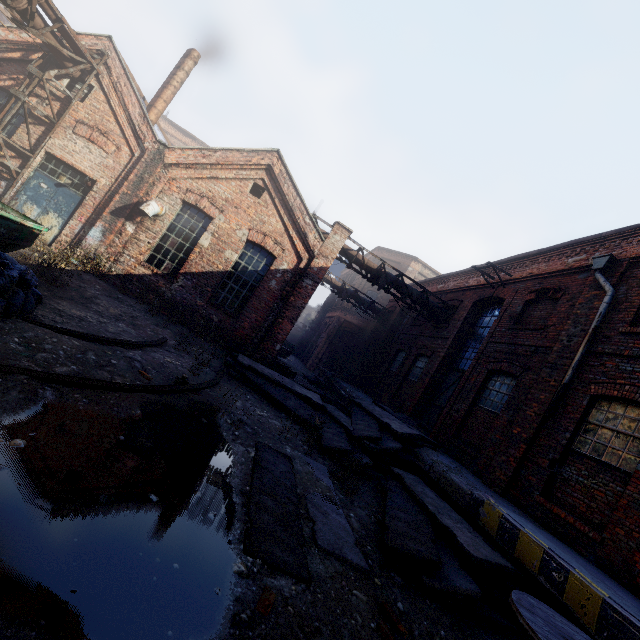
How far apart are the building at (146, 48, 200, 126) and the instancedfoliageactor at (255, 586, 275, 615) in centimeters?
1664cm

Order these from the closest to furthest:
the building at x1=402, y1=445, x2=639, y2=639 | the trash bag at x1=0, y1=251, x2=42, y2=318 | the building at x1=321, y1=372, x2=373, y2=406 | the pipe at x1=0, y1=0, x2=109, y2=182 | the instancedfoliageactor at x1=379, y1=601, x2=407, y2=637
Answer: the instancedfoliageactor at x1=379, y1=601, x2=407, y2=637 → the building at x1=402, y1=445, x2=639, y2=639 → the trash bag at x1=0, y1=251, x2=42, y2=318 → the pipe at x1=0, y1=0, x2=109, y2=182 → the building at x1=321, y1=372, x2=373, y2=406

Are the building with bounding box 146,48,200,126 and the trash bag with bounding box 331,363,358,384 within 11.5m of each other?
no

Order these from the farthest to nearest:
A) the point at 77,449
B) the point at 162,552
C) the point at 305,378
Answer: the point at 305,378 → the point at 77,449 → the point at 162,552

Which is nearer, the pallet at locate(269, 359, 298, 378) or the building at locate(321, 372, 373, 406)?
the pallet at locate(269, 359, 298, 378)

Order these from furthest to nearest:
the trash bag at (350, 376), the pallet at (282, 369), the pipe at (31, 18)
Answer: the trash bag at (350, 376), the pallet at (282, 369), the pipe at (31, 18)

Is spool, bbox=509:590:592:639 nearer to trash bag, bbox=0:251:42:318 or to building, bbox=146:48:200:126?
trash bag, bbox=0:251:42:318

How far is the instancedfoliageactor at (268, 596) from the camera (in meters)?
2.61
